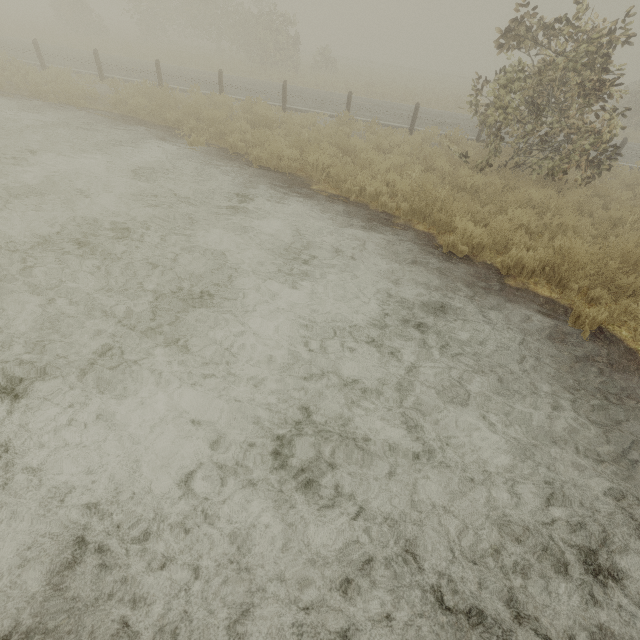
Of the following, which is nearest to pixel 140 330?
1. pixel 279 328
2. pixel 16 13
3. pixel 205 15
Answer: pixel 279 328
